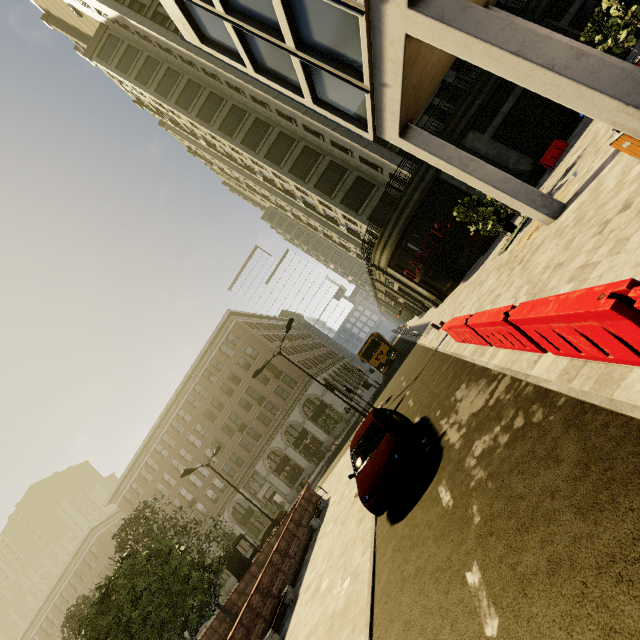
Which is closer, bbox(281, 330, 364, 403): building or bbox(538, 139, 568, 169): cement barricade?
bbox(538, 139, 568, 169): cement barricade

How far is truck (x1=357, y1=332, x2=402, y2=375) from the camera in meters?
28.4 m

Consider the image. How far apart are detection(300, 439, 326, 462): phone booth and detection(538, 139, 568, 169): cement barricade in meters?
32.8 m

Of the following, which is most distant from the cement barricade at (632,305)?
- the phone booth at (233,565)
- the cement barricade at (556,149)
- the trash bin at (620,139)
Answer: the phone booth at (233,565)

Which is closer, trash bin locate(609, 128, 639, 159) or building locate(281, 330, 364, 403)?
trash bin locate(609, 128, 639, 159)

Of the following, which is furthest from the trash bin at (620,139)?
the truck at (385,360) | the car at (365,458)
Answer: the truck at (385,360)

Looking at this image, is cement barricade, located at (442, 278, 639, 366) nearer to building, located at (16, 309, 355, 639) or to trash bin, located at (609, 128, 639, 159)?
trash bin, located at (609, 128, 639, 159)

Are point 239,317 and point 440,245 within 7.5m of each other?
no
